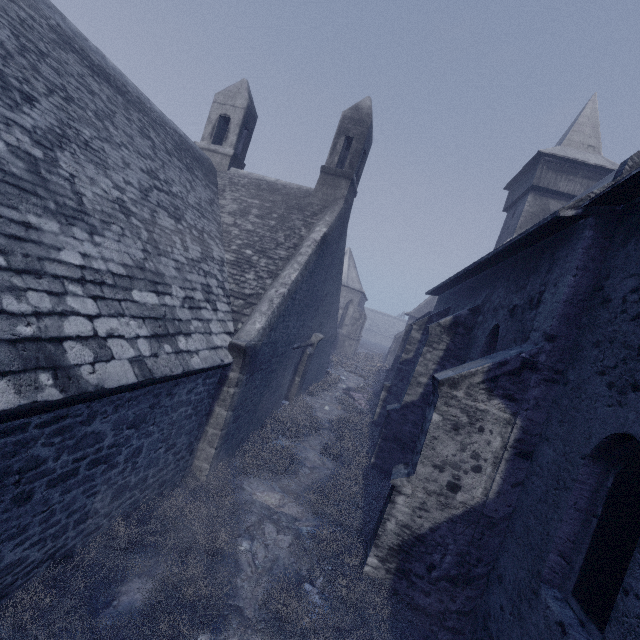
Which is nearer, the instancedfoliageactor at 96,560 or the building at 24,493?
the building at 24,493

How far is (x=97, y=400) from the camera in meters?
3.8 m

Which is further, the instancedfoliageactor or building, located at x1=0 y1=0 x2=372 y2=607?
the instancedfoliageactor

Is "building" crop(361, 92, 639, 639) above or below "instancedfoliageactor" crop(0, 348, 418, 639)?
above

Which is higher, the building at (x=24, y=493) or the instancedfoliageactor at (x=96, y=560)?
the building at (x=24, y=493)
